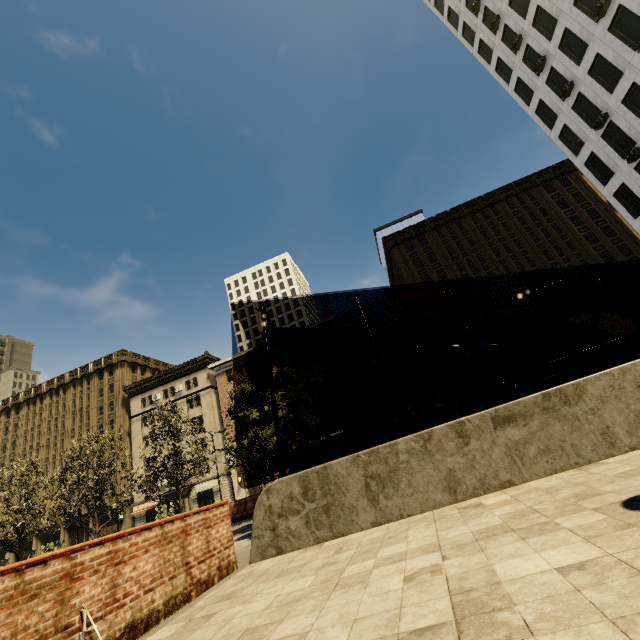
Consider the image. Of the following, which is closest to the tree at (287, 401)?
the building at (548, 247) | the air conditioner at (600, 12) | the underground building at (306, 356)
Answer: the underground building at (306, 356)

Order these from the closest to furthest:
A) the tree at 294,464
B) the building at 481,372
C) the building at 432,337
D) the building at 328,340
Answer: the tree at 294,464, the building at 481,372, the building at 432,337, the building at 328,340

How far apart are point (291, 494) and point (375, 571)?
3.2m

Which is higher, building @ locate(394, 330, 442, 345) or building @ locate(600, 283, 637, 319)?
building @ locate(394, 330, 442, 345)

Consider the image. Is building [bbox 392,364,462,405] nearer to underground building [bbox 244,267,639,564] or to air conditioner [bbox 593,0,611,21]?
air conditioner [bbox 593,0,611,21]

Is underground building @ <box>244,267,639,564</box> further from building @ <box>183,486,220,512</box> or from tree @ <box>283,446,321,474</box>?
building @ <box>183,486,220,512</box>

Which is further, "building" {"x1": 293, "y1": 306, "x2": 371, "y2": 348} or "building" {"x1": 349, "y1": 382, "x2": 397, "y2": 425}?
"building" {"x1": 293, "y1": 306, "x2": 371, "y2": 348}

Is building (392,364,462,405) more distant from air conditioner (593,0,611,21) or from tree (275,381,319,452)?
air conditioner (593,0,611,21)
